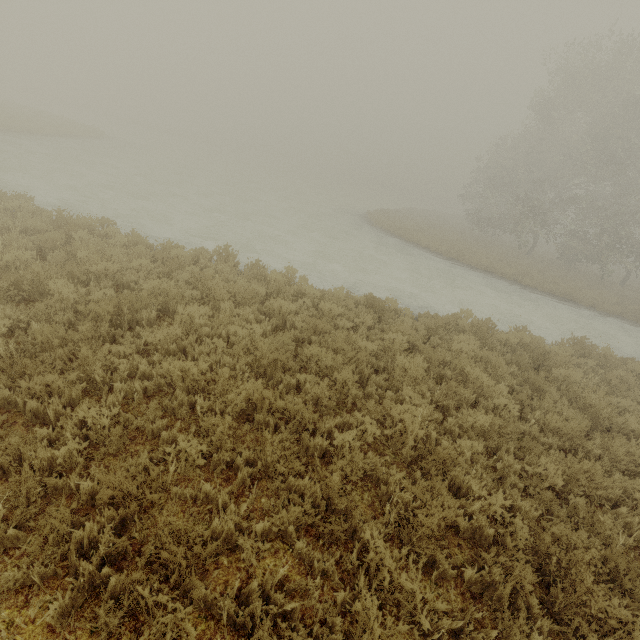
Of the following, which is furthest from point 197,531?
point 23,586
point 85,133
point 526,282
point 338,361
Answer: point 85,133
